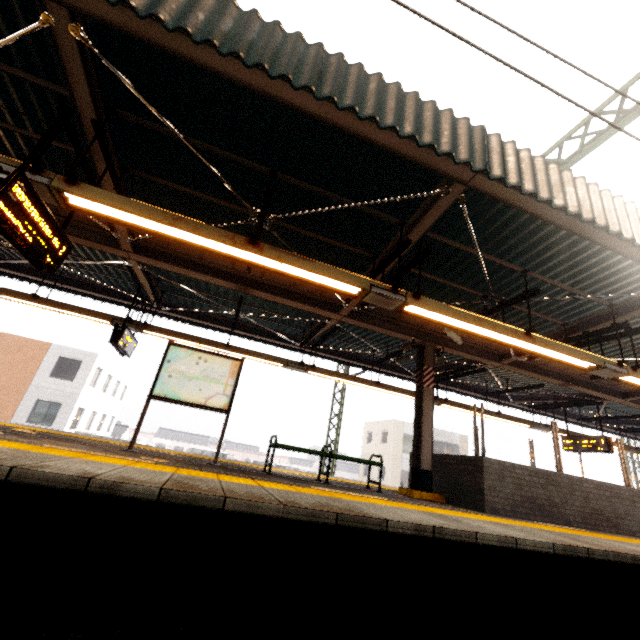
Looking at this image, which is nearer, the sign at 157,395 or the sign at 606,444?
the sign at 157,395

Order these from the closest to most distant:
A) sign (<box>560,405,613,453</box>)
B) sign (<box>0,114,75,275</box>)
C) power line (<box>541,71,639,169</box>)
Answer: sign (<box>0,114,75,275</box>) < power line (<box>541,71,639,169</box>) < sign (<box>560,405,613,453</box>)

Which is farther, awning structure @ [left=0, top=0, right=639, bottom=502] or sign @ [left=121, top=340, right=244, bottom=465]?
sign @ [left=121, top=340, right=244, bottom=465]

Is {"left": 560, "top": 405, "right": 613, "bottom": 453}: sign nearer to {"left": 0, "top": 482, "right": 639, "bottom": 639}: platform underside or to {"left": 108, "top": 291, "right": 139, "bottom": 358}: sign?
{"left": 0, "top": 482, "right": 639, "bottom": 639}: platform underside

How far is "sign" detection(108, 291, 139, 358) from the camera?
7.9 meters

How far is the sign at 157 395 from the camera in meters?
6.0 m

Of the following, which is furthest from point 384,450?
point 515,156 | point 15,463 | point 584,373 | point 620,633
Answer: point 15,463

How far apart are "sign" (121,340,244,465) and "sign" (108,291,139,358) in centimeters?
226cm
